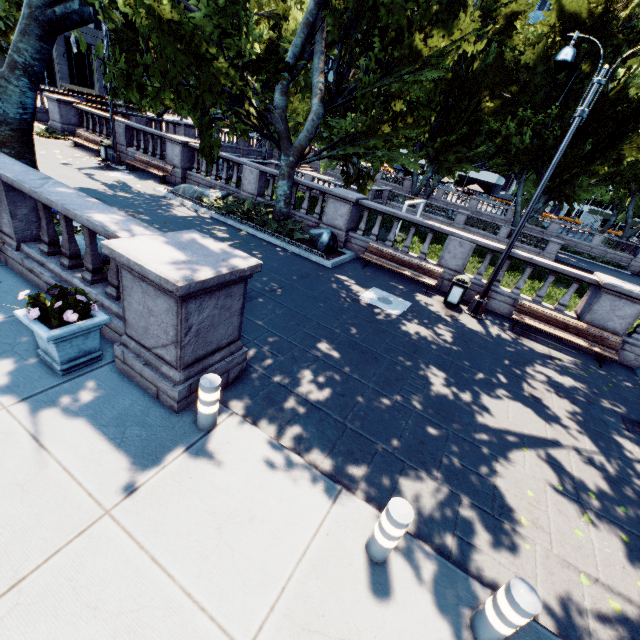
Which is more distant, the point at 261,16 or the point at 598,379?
the point at 261,16

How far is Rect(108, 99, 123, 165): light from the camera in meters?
16.6

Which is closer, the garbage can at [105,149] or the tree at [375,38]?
the tree at [375,38]

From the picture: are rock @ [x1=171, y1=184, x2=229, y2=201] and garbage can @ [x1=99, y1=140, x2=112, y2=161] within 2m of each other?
no

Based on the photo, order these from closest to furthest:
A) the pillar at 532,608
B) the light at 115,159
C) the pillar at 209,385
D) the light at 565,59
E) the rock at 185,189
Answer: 1. the pillar at 532,608
2. the pillar at 209,385
3. the light at 565,59
4. the rock at 185,189
5. the light at 115,159

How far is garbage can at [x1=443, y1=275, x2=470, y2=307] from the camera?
10.8 meters

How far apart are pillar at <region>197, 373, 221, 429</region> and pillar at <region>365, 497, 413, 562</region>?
2.4m

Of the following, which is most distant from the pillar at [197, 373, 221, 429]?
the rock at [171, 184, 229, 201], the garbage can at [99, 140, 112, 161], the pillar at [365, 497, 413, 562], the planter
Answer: the garbage can at [99, 140, 112, 161]
